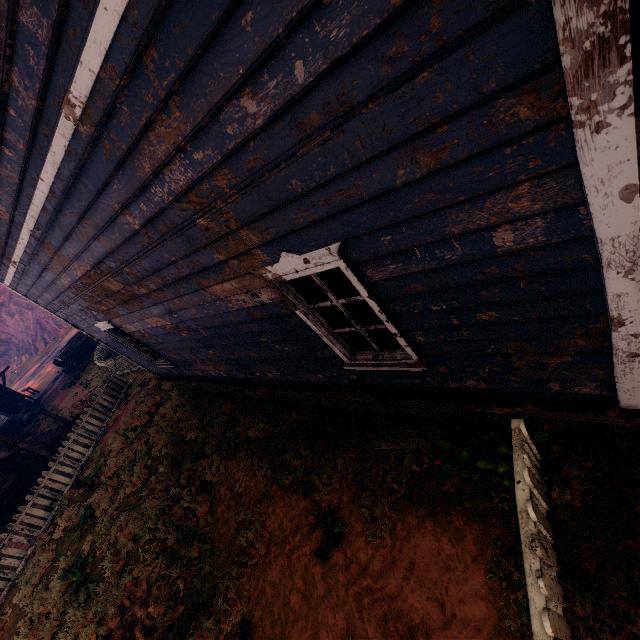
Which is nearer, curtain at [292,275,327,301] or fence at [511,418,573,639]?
fence at [511,418,573,639]

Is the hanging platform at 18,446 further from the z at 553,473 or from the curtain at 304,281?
the curtain at 304,281

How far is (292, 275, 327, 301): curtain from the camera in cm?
315

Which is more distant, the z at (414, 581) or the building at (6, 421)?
the building at (6, 421)

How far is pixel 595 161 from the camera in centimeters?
136cm

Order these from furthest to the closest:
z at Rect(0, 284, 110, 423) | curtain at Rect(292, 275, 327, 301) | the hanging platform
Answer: z at Rect(0, 284, 110, 423) → the hanging platform → curtain at Rect(292, 275, 327, 301)

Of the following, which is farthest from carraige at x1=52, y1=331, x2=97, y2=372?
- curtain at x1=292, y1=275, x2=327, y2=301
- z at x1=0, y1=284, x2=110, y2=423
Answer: curtain at x1=292, y1=275, x2=327, y2=301

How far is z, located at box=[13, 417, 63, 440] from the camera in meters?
16.7 m
